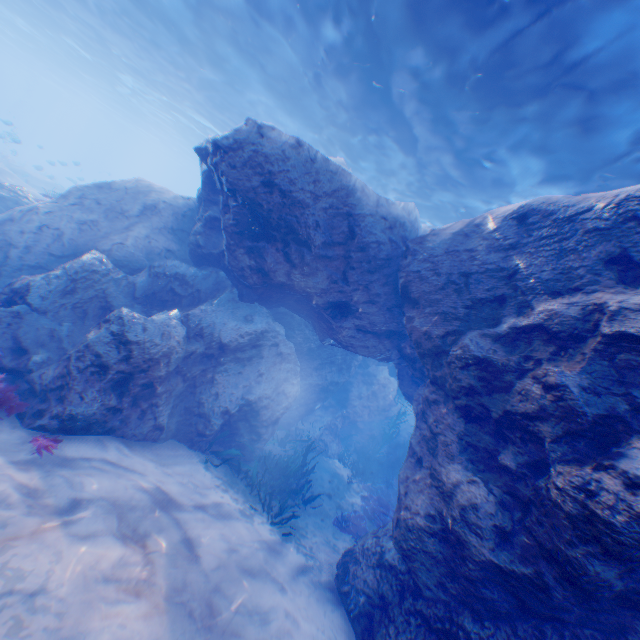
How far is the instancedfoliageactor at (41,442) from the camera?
4.88m

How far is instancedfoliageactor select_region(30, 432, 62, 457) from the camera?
4.9 meters

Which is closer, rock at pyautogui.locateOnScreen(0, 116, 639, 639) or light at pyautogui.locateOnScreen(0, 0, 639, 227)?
rock at pyautogui.locateOnScreen(0, 116, 639, 639)

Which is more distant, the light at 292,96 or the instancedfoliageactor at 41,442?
the light at 292,96

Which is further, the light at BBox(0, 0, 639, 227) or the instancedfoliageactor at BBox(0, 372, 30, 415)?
the light at BBox(0, 0, 639, 227)

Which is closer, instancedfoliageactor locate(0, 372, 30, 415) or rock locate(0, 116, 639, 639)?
rock locate(0, 116, 639, 639)

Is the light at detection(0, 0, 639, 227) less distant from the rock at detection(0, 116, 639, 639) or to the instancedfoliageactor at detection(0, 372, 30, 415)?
the rock at detection(0, 116, 639, 639)

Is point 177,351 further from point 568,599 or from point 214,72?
point 214,72
